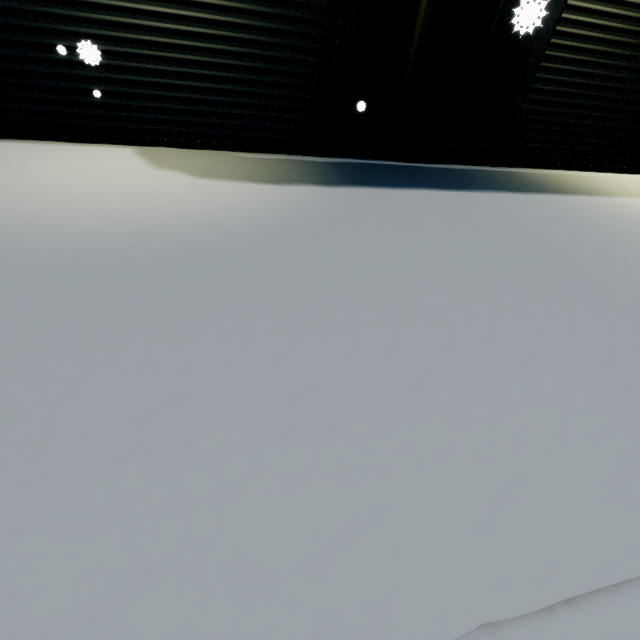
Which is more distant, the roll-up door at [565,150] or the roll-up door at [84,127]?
the roll-up door at [565,150]

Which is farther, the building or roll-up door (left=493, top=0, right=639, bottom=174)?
roll-up door (left=493, top=0, right=639, bottom=174)

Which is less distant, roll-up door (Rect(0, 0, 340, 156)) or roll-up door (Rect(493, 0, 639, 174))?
roll-up door (Rect(0, 0, 340, 156))

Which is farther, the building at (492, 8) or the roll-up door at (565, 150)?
the roll-up door at (565, 150)

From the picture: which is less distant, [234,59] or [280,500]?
[280,500]
